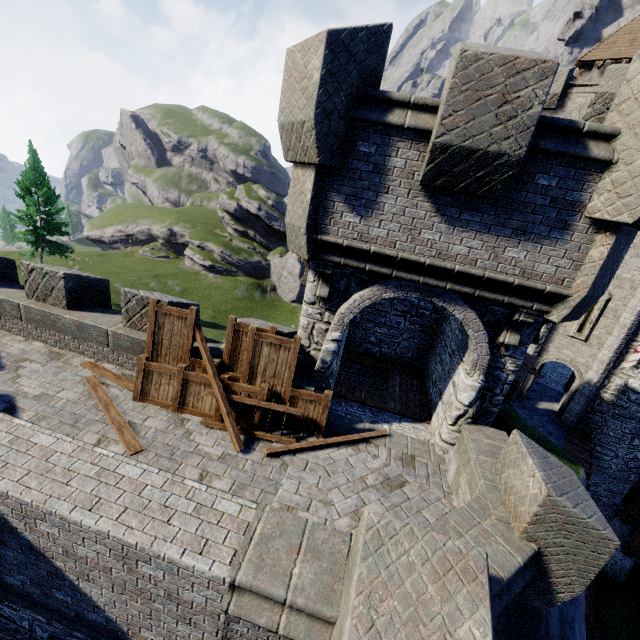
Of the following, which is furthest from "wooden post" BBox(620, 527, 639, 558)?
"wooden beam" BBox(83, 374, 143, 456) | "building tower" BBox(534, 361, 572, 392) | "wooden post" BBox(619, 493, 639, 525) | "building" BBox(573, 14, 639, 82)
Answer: "building" BBox(573, 14, 639, 82)

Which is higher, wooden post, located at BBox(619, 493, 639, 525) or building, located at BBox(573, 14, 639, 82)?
building, located at BBox(573, 14, 639, 82)

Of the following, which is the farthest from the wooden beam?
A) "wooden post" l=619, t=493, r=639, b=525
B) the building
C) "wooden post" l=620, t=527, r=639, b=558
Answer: the building

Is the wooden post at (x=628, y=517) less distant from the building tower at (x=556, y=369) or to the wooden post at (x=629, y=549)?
the wooden post at (x=629, y=549)

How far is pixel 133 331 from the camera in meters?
8.2 m

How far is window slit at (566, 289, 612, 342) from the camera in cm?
1564

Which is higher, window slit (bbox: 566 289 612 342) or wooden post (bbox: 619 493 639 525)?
window slit (bbox: 566 289 612 342)

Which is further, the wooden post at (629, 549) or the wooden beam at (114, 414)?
the wooden post at (629, 549)
